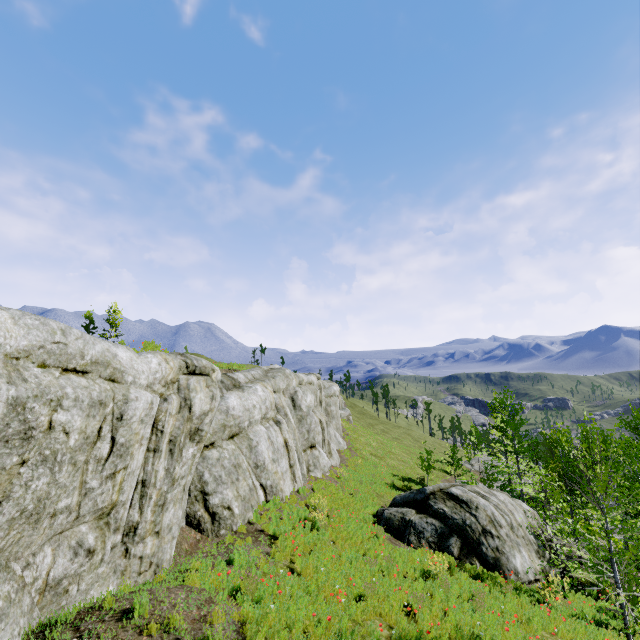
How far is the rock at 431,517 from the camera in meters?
13.9 m

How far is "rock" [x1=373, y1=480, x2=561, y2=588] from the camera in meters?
13.9

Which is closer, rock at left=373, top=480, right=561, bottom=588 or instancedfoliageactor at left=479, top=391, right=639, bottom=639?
instancedfoliageactor at left=479, top=391, right=639, bottom=639

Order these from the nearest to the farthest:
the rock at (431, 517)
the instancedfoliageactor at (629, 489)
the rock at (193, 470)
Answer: the rock at (193, 470), the instancedfoliageactor at (629, 489), the rock at (431, 517)

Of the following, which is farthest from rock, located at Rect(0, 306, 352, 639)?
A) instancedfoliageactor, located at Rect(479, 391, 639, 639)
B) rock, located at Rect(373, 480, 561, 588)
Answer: rock, located at Rect(373, 480, 561, 588)

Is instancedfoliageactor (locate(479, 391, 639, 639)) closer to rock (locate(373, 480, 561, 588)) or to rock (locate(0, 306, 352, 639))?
rock (locate(0, 306, 352, 639))

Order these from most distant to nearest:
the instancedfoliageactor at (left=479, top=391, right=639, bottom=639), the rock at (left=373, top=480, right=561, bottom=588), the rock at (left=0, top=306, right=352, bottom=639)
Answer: the rock at (left=373, top=480, right=561, bottom=588) < the instancedfoliageactor at (left=479, top=391, right=639, bottom=639) < the rock at (left=0, top=306, right=352, bottom=639)

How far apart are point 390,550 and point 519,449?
20.9m
